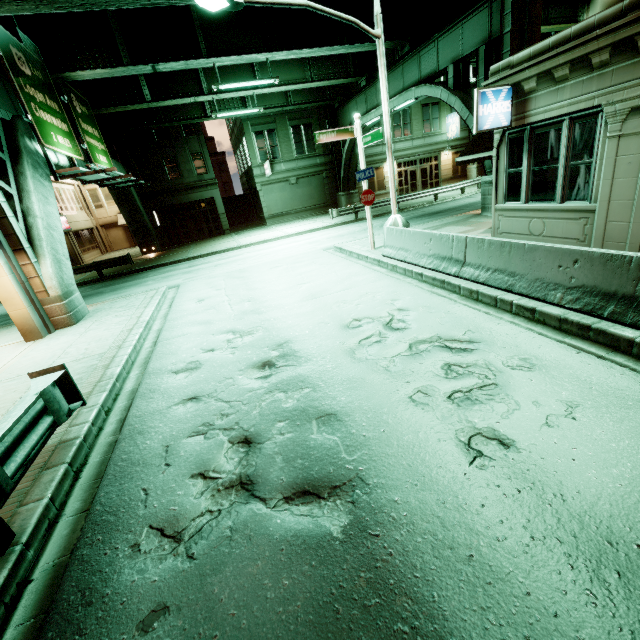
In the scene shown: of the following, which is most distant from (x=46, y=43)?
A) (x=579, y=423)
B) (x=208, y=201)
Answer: (x=579, y=423)

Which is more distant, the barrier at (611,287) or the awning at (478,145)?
the awning at (478,145)

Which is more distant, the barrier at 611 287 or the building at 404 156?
the building at 404 156

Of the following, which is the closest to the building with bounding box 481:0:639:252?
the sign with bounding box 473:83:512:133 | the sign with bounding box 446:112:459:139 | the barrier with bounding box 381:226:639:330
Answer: the sign with bounding box 473:83:512:133

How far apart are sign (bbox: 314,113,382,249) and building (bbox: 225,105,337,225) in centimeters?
2072cm

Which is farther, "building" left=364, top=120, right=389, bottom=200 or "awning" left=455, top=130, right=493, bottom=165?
"building" left=364, top=120, right=389, bottom=200

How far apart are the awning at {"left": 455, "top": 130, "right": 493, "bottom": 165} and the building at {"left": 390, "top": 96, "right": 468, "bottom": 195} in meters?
22.7

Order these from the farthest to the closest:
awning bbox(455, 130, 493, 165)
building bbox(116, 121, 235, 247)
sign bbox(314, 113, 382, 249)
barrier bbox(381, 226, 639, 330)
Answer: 1. building bbox(116, 121, 235, 247)
2. sign bbox(314, 113, 382, 249)
3. awning bbox(455, 130, 493, 165)
4. barrier bbox(381, 226, 639, 330)
